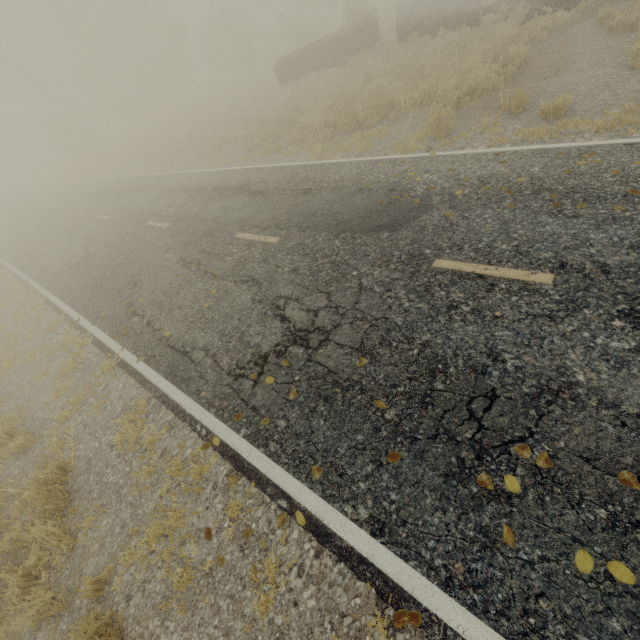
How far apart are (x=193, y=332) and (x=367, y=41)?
19.1m

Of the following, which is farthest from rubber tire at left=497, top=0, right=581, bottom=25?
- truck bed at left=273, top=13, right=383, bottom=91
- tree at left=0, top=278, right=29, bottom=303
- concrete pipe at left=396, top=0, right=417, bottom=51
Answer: tree at left=0, top=278, right=29, bottom=303

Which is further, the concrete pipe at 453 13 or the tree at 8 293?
the concrete pipe at 453 13

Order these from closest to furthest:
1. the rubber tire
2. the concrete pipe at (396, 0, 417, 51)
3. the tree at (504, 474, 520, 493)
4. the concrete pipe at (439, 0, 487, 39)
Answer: the tree at (504, 474, 520, 493), the rubber tire, the concrete pipe at (439, 0, 487, 39), the concrete pipe at (396, 0, 417, 51)

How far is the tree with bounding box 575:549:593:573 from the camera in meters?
2.3

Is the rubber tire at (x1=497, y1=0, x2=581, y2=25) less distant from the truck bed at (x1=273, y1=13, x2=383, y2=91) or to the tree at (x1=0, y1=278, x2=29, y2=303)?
the truck bed at (x1=273, y1=13, x2=383, y2=91)

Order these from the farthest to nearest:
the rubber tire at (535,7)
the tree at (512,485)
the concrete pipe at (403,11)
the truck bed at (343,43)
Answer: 1. the truck bed at (343,43)
2. the concrete pipe at (403,11)
3. the rubber tire at (535,7)
4. the tree at (512,485)

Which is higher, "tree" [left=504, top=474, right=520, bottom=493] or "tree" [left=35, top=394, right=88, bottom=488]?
"tree" [left=504, top=474, right=520, bottom=493]
